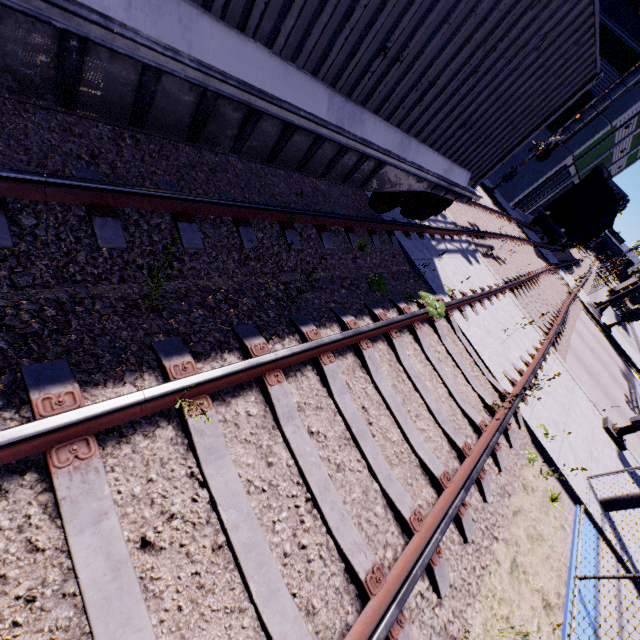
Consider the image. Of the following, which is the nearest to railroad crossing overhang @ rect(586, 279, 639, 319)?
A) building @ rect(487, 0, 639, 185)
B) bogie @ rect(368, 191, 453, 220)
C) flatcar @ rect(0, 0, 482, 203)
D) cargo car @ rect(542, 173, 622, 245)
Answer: cargo car @ rect(542, 173, 622, 245)

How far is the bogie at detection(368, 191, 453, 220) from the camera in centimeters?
608cm

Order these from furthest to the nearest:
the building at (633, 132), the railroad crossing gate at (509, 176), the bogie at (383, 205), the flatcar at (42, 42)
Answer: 1. the building at (633, 132)
2. the railroad crossing gate at (509, 176)
3. the bogie at (383, 205)
4. the flatcar at (42, 42)

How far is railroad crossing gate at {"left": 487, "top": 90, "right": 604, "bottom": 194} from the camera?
19.95m

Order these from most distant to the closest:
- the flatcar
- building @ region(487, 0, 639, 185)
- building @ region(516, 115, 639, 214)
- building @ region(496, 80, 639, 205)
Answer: building @ region(516, 115, 639, 214)
building @ region(496, 80, 639, 205)
building @ region(487, 0, 639, 185)
the flatcar

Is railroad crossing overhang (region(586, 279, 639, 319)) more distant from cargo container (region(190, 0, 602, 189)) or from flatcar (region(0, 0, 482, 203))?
flatcar (region(0, 0, 482, 203))

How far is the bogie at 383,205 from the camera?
6.1m

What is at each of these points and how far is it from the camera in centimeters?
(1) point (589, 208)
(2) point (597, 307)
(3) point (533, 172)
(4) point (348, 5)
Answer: (1) cargo car, 2334cm
(2) railroad crossing overhang, 2133cm
(3) building, 2525cm
(4) cargo container, 269cm
